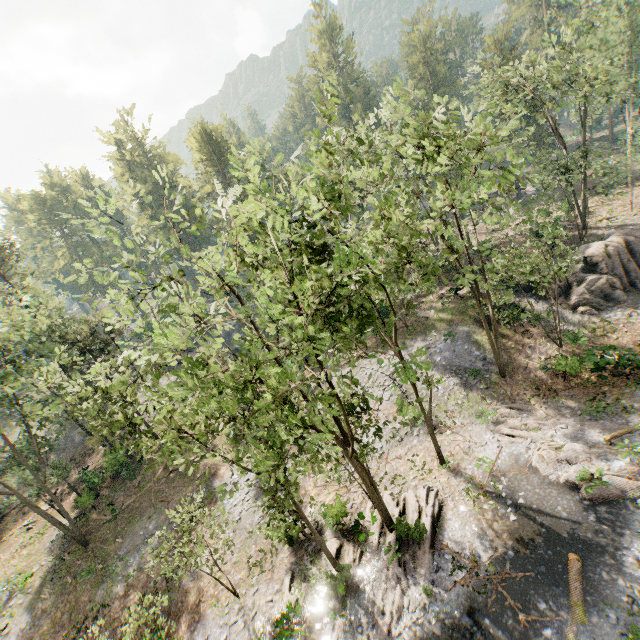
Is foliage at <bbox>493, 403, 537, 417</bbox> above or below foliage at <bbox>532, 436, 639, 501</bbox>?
below

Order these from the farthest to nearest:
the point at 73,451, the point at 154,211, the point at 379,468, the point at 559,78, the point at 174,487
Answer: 1. the point at 154,211
2. the point at 73,451
3. the point at 174,487
4. the point at 559,78
5. the point at 379,468

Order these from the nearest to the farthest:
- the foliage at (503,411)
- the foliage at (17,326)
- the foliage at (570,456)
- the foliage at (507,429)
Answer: the foliage at (17,326) → the foliage at (570,456) → the foliage at (507,429) → the foliage at (503,411)

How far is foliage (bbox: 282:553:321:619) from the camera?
16.0 meters

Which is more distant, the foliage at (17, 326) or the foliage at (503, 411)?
the foliage at (503, 411)

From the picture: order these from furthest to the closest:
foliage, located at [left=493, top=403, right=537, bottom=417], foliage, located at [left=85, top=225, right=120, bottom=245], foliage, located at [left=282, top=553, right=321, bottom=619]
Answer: foliage, located at [left=493, top=403, right=537, bottom=417] < foliage, located at [left=282, top=553, right=321, bottom=619] < foliage, located at [left=85, top=225, right=120, bottom=245]

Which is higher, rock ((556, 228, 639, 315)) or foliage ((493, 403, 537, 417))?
rock ((556, 228, 639, 315))
